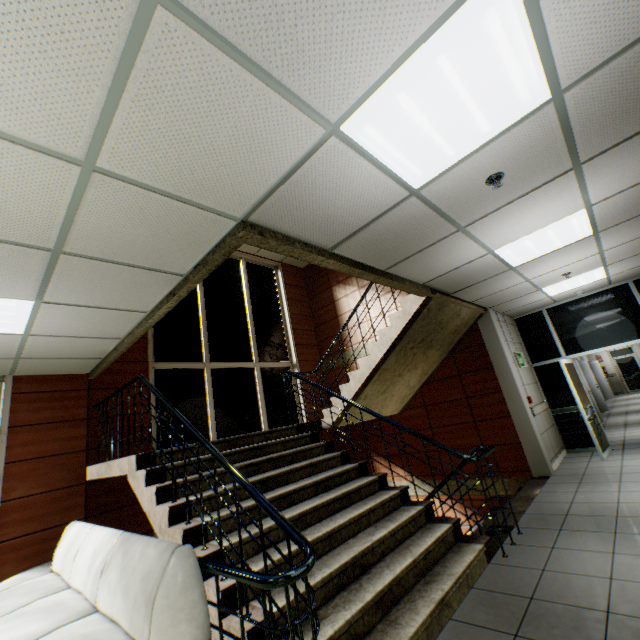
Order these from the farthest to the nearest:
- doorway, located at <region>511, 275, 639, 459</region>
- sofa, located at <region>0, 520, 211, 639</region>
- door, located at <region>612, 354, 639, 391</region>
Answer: door, located at <region>612, 354, 639, 391</region>
doorway, located at <region>511, 275, 639, 459</region>
sofa, located at <region>0, 520, 211, 639</region>

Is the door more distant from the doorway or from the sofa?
the sofa

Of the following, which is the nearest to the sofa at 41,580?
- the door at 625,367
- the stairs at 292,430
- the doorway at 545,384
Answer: the stairs at 292,430

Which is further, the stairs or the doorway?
the doorway

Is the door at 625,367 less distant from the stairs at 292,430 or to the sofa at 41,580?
the stairs at 292,430

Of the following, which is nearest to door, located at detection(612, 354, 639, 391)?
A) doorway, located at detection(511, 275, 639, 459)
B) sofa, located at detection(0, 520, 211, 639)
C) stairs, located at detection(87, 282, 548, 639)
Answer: doorway, located at detection(511, 275, 639, 459)

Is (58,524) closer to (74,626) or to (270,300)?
(74,626)
